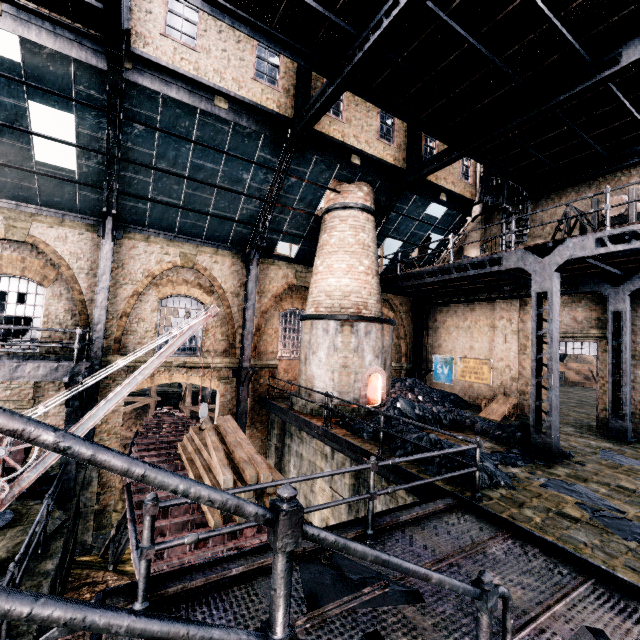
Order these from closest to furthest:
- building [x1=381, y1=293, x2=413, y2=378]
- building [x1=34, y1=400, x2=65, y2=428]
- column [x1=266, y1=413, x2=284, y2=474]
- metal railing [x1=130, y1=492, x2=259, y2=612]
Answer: metal railing [x1=130, y1=492, x2=259, y2=612] < building [x1=34, y1=400, x2=65, y2=428] < column [x1=266, y1=413, x2=284, y2=474] < building [x1=381, y1=293, x2=413, y2=378]

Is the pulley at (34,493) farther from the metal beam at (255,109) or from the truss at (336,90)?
the metal beam at (255,109)

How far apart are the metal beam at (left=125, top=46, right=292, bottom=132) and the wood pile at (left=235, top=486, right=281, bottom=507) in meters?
11.5 m

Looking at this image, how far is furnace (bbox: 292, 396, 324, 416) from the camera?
13.31m

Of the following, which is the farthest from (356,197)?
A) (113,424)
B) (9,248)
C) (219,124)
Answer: (113,424)

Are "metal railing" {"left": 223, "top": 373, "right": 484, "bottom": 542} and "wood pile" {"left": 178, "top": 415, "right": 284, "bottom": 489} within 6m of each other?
yes

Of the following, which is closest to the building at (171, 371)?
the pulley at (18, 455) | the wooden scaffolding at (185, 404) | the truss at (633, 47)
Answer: the truss at (633, 47)

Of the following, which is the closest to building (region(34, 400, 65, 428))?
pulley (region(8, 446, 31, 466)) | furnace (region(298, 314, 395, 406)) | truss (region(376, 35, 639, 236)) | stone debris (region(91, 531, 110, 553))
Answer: truss (region(376, 35, 639, 236))
